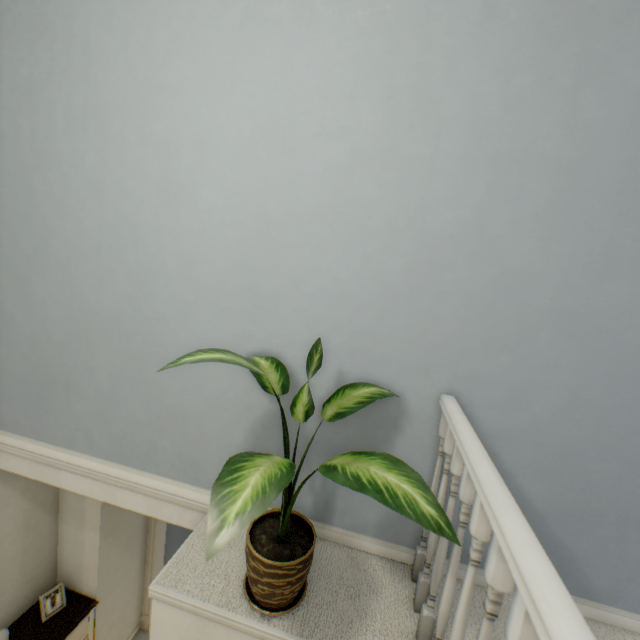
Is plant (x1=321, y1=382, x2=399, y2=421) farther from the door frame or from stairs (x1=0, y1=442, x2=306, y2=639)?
the door frame

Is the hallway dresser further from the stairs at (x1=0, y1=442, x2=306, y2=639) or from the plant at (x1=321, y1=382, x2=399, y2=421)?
the plant at (x1=321, y1=382, x2=399, y2=421)

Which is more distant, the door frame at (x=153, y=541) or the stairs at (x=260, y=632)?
the door frame at (x=153, y=541)

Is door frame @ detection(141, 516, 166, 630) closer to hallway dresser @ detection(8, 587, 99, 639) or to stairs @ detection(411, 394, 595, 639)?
hallway dresser @ detection(8, 587, 99, 639)

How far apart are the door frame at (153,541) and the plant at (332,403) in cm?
160

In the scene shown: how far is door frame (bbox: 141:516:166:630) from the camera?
3.24m

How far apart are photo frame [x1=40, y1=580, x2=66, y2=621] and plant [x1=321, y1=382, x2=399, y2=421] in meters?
2.5 m

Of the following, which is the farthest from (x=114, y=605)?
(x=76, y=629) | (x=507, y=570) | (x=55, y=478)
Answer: (x=507, y=570)
